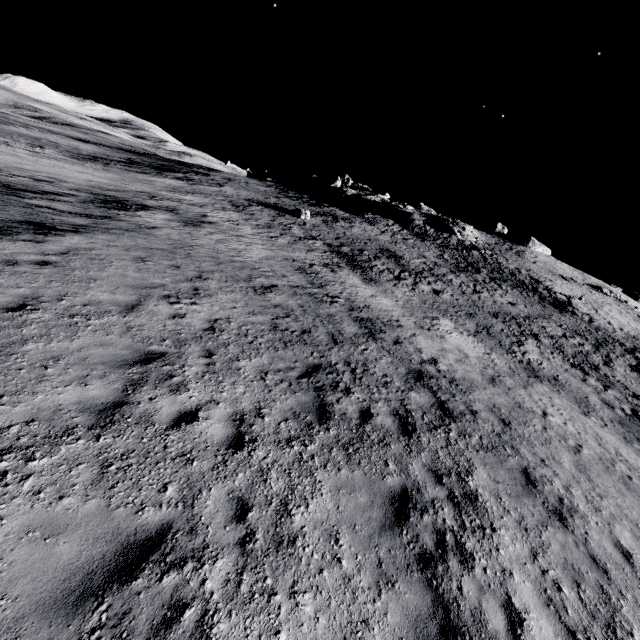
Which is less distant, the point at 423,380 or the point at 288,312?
the point at 423,380
